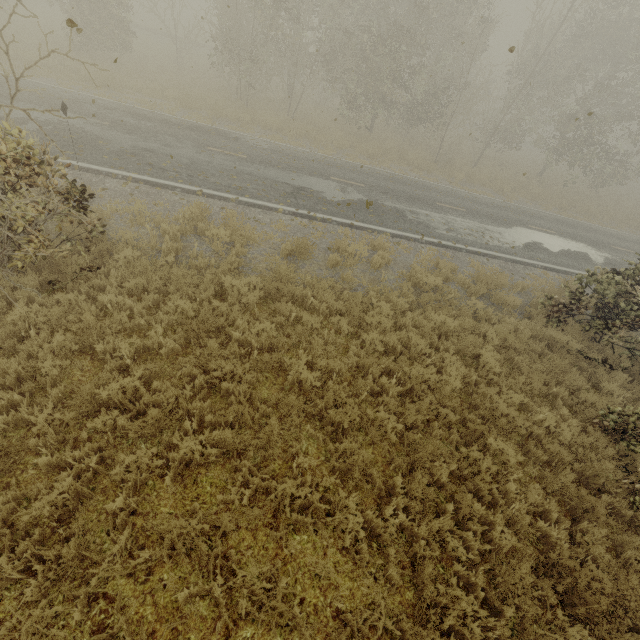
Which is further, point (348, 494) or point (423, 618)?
point (348, 494)

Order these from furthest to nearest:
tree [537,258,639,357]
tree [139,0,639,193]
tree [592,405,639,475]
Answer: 1. tree [139,0,639,193]
2. tree [537,258,639,357]
3. tree [592,405,639,475]

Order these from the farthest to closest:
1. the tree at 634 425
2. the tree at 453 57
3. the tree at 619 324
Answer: the tree at 453 57
the tree at 619 324
the tree at 634 425

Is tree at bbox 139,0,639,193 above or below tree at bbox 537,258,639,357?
above

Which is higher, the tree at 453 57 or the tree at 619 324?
the tree at 453 57

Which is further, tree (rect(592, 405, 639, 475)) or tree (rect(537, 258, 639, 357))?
tree (rect(537, 258, 639, 357))

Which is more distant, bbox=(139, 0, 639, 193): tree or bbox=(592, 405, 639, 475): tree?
bbox=(139, 0, 639, 193): tree
